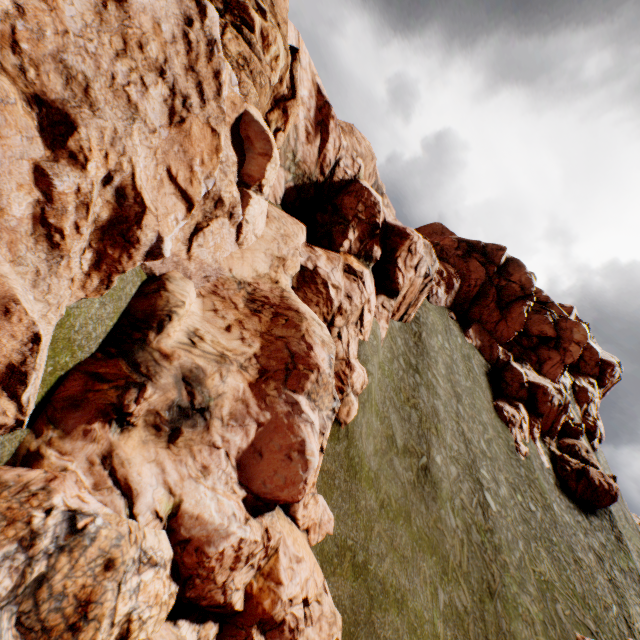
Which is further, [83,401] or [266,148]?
[266,148]
